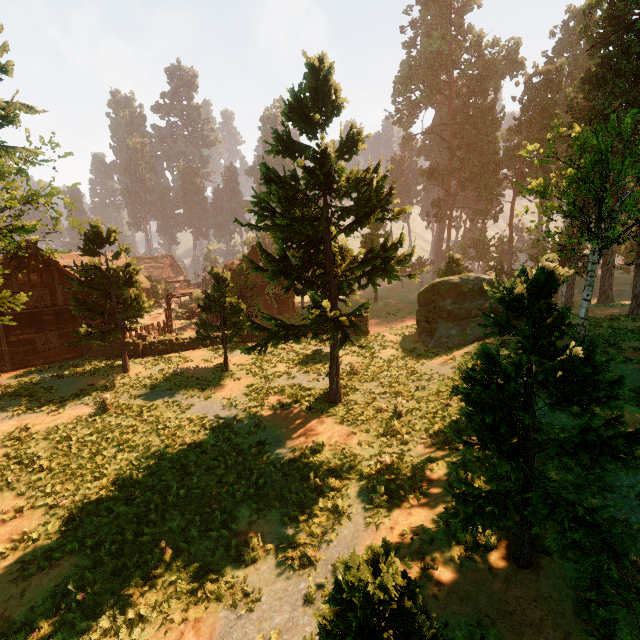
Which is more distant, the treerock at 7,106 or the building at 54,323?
the building at 54,323

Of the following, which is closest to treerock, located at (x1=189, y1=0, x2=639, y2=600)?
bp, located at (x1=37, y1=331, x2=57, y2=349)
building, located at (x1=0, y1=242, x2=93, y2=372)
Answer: building, located at (x1=0, y1=242, x2=93, y2=372)

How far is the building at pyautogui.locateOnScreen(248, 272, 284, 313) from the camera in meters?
37.4

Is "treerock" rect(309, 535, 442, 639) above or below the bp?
above

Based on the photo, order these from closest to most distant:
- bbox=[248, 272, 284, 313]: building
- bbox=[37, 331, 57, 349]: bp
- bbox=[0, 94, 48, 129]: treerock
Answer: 1. bbox=[0, 94, 48, 129]: treerock
2. bbox=[37, 331, 57, 349]: bp
3. bbox=[248, 272, 284, 313]: building

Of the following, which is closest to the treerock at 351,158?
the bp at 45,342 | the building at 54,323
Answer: the building at 54,323

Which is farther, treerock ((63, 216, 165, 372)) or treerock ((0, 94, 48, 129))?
treerock ((63, 216, 165, 372))

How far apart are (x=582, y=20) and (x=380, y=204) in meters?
68.0 m
